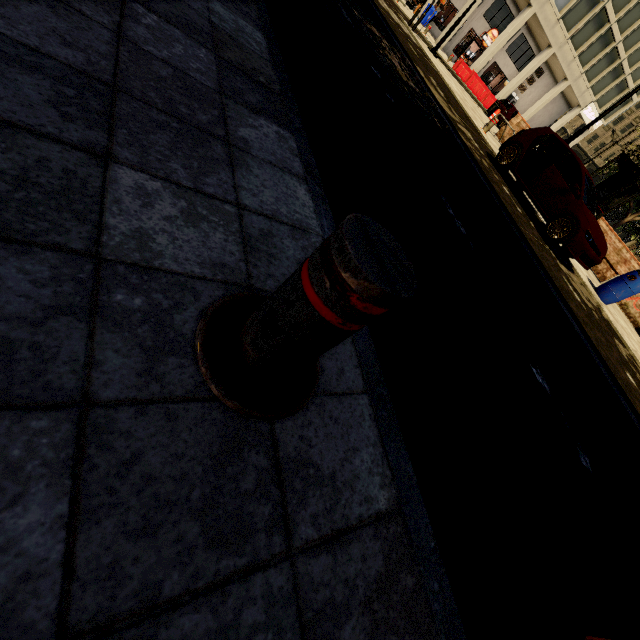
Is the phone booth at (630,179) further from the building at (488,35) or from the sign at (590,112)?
the sign at (590,112)

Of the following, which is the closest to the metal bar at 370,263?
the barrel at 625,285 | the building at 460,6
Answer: A: the barrel at 625,285

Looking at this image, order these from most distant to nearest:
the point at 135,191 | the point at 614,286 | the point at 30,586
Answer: the point at 614,286
the point at 135,191
the point at 30,586

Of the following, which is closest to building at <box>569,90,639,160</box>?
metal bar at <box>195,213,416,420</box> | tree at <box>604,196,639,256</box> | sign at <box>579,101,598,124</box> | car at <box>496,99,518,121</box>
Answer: sign at <box>579,101,598,124</box>

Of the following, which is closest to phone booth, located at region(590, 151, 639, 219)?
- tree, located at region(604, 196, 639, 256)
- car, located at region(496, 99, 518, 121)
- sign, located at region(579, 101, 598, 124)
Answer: tree, located at region(604, 196, 639, 256)

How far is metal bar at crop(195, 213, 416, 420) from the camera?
0.7m

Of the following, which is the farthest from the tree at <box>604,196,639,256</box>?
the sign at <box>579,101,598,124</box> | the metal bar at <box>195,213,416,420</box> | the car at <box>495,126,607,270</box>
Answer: the sign at <box>579,101,598,124</box>

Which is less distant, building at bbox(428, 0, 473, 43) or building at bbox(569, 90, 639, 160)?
building at bbox(428, 0, 473, 43)
